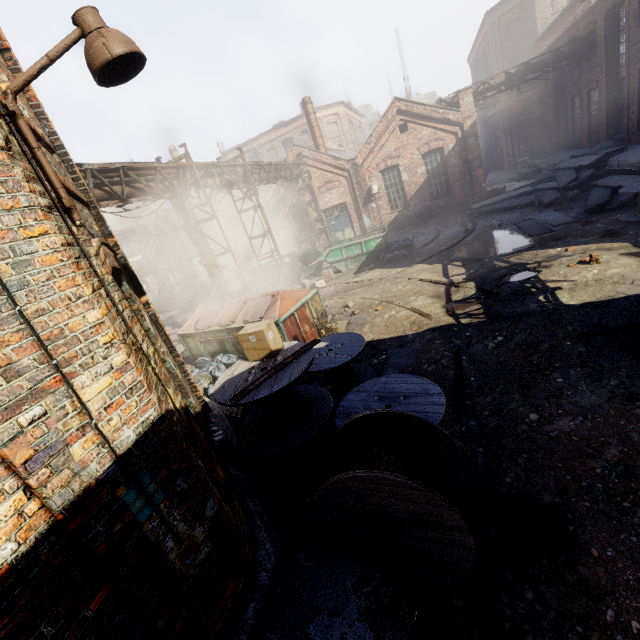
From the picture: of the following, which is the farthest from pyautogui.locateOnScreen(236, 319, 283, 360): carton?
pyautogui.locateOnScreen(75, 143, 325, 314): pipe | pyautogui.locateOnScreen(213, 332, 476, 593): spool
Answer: pyautogui.locateOnScreen(75, 143, 325, 314): pipe

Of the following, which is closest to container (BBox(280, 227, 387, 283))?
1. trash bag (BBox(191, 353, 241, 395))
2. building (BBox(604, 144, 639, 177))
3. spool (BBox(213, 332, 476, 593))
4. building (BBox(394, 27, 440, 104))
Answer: trash bag (BBox(191, 353, 241, 395))

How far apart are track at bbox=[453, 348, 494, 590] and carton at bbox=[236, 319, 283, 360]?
3.0m

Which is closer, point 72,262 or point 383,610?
point 72,262

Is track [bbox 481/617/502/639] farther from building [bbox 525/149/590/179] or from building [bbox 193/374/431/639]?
building [bbox 525/149/590/179]

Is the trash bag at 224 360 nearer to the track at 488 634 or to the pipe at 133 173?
the pipe at 133 173

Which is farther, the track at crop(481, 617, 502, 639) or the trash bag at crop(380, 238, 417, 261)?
the trash bag at crop(380, 238, 417, 261)

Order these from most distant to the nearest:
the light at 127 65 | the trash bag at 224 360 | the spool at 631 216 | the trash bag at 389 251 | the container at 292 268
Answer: the container at 292 268
the trash bag at 389 251
the spool at 631 216
the trash bag at 224 360
the light at 127 65
